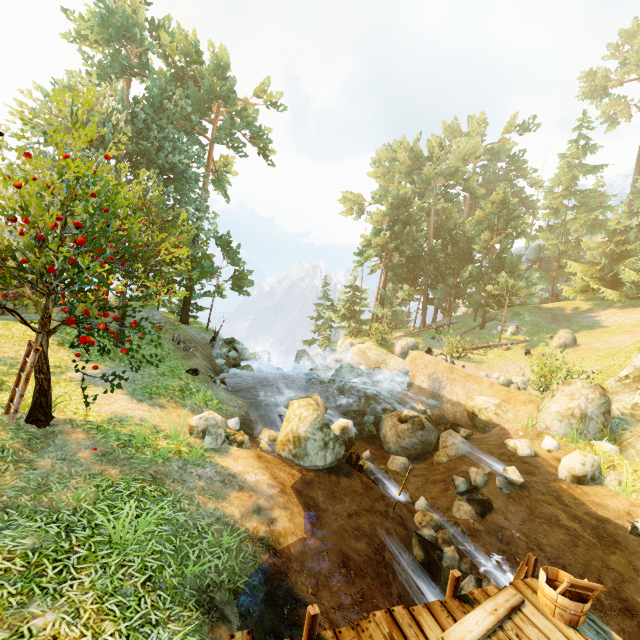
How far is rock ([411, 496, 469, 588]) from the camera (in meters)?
7.11

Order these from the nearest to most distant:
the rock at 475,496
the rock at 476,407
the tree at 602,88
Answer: the rock at 475,496 < the rock at 476,407 < the tree at 602,88

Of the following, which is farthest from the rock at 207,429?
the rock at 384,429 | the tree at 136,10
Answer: the rock at 384,429

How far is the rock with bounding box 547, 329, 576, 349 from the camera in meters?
24.8

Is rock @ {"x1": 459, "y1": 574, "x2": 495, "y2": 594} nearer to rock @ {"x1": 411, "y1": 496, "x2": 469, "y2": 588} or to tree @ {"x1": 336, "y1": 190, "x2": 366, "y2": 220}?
rock @ {"x1": 411, "y1": 496, "x2": 469, "y2": 588}

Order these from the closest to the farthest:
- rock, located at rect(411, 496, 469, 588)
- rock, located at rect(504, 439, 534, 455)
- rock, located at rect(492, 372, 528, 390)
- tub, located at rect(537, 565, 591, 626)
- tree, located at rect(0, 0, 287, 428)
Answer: tub, located at rect(537, 565, 591, 626) < tree, located at rect(0, 0, 287, 428) < rock, located at rect(411, 496, 469, 588) < rock, located at rect(504, 439, 534, 455) < rock, located at rect(492, 372, 528, 390)

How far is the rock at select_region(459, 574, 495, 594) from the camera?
7.2m

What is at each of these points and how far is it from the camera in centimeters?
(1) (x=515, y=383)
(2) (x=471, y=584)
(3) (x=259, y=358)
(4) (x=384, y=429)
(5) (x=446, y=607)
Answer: (1) rock, 2003cm
(2) rock, 729cm
(3) rock, 2383cm
(4) rock, 1623cm
(5) wooden platform, 478cm
